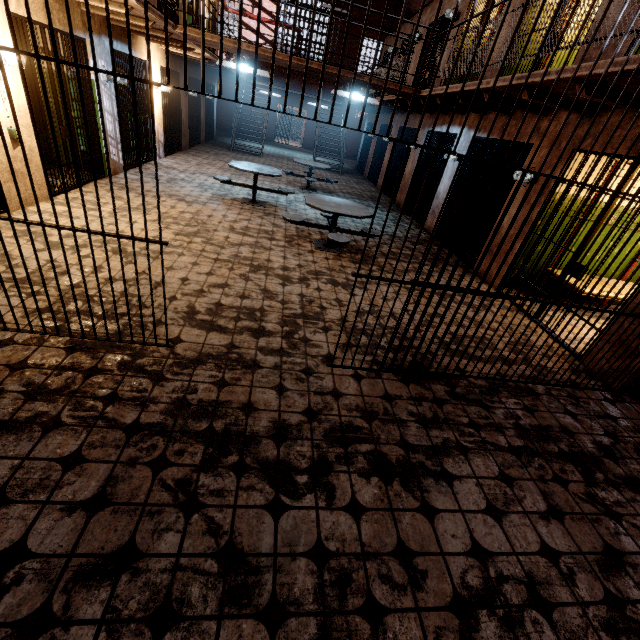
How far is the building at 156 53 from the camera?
8.62m

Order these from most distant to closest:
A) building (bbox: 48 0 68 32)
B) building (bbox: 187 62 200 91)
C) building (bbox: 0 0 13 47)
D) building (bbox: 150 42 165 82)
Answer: building (bbox: 187 62 200 91) → building (bbox: 150 42 165 82) → building (bbox: 48 0 68 32) → building (bbox: 0 0 13 47)

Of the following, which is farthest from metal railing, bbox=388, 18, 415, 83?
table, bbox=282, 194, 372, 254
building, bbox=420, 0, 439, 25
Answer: table, bbox=282, 194, 372, 254

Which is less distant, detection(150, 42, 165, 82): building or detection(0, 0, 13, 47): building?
detection(0, 0, 13, 47): building

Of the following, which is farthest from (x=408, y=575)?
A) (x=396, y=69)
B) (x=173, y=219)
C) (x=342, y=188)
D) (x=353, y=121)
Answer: (x=353, y=121)

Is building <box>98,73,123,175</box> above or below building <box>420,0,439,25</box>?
below

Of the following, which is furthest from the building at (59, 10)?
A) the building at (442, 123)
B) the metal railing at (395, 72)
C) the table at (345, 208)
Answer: the building at (442, 123)
